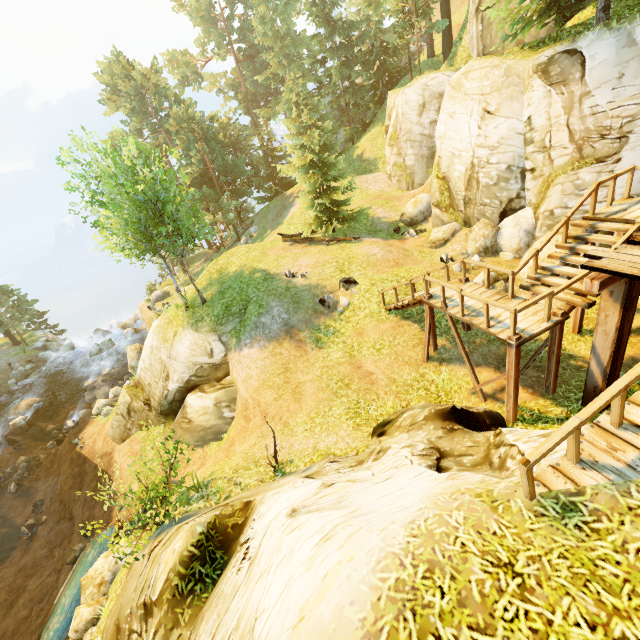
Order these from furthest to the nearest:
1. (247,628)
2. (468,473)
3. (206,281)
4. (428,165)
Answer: (428,165), (206,281), (468,473), (247,628)

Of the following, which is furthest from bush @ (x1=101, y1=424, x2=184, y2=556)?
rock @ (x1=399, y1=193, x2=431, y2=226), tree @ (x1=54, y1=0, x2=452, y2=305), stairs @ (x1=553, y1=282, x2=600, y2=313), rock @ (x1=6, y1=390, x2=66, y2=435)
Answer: rock @ (x1=6, y1=390, x2=66, y2=435)

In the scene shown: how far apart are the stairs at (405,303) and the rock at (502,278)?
2.4m

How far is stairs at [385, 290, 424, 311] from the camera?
11.2 meters

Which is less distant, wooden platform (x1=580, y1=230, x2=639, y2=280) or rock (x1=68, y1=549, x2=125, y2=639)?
wooden platform (x1=580, y1=230, x2=639, y2=280)

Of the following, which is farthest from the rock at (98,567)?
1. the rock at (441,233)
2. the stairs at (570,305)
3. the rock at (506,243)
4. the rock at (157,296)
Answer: the rock at (157,296)

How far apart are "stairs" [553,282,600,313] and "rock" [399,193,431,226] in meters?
12.7

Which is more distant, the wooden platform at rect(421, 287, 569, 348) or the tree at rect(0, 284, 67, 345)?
the tree at rect(0, 284, 67, 345)
